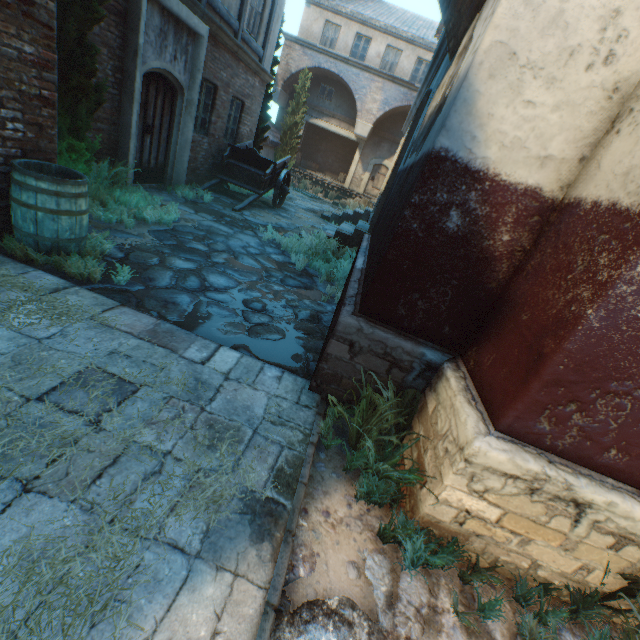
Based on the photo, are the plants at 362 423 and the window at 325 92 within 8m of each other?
no

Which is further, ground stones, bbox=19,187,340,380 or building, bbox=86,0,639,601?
ground stones, bbox=19,187,340,380

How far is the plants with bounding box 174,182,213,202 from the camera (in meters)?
8.30

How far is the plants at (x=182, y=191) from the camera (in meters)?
8.30

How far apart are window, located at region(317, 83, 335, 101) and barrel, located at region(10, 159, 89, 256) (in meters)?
21.55

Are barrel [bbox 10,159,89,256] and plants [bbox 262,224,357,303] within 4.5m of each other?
yes

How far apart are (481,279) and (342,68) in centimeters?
2146cm

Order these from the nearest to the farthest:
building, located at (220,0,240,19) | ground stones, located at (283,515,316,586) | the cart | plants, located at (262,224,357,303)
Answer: ground stones, located at (283,515,316,586) < plants, located at (262,224,357,303) < building, located at (220,0,240,19) < the cart
